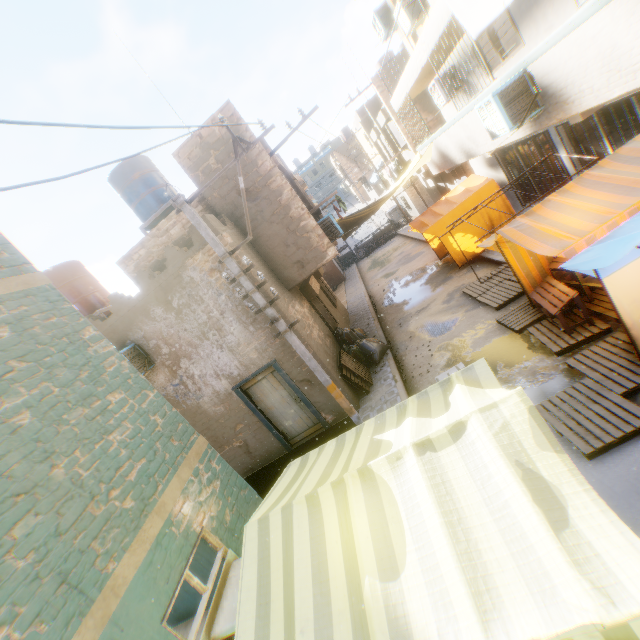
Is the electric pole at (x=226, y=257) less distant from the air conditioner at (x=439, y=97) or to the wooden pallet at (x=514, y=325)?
the air conditioner at (x=439, y=97)

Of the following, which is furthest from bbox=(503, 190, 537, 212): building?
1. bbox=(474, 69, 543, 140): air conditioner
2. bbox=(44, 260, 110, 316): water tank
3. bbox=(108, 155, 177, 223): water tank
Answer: bbox=(108, 155, 177, 223): water tank

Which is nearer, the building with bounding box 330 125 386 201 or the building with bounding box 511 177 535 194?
the building with bounding box 511 177 535 194

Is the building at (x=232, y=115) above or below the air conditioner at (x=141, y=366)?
above

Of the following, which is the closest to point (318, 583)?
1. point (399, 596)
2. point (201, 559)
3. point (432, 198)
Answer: point (399, 596)

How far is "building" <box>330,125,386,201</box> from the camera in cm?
4438

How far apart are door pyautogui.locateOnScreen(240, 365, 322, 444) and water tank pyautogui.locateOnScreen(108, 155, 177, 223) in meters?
6.5

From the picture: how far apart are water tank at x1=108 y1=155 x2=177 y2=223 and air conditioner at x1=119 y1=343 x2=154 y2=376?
4.6 meters
